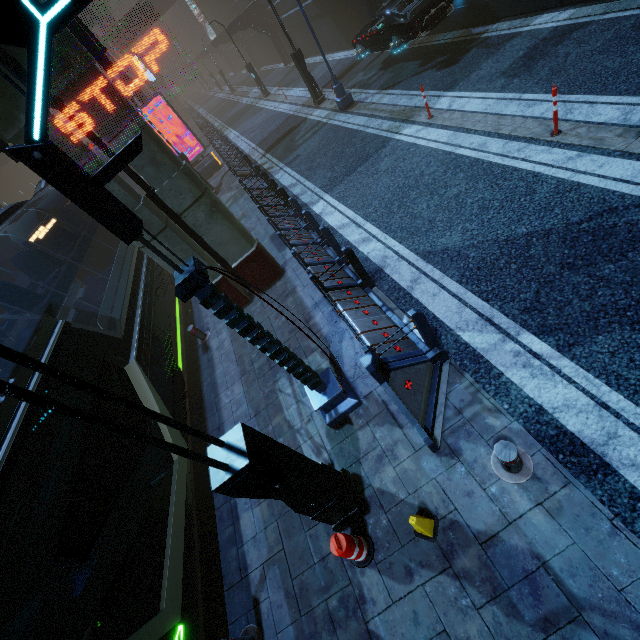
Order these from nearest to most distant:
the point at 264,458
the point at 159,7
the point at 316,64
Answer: the point at 264,458 < the point at 316,64 < the point at 159,7

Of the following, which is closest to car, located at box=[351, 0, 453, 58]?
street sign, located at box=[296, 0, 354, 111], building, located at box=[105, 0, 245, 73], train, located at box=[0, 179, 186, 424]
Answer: building, located at box=[105, 0, 245, 73]

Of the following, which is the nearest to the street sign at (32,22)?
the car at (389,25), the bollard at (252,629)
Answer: the bollard at (252,629)

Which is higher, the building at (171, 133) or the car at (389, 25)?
the building at (171, 133)

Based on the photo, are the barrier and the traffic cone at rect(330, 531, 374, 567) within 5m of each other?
yes

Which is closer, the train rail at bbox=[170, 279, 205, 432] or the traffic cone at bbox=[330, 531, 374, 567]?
the traffic cone at bbox=[330, 531, 374, 567]

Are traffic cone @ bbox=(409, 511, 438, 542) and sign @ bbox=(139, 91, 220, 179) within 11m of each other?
no

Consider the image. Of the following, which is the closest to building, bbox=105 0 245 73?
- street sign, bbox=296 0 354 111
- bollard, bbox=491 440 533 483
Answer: street sign, bbox=296 0 354 111
